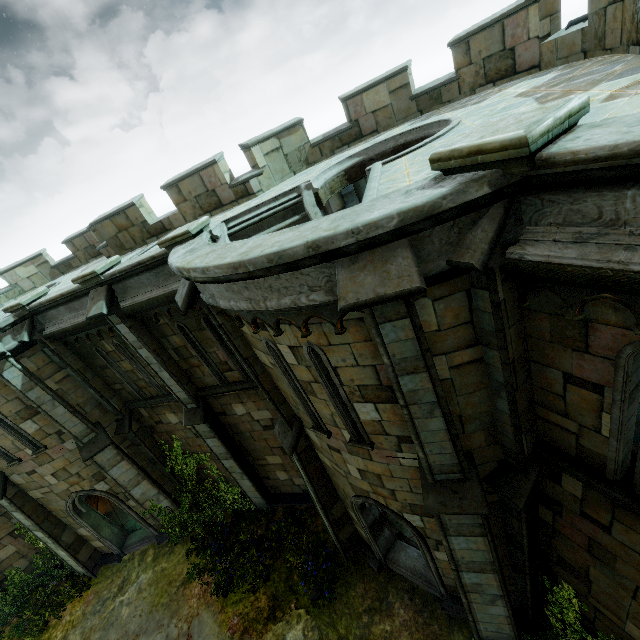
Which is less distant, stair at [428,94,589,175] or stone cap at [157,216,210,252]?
stair at [428,94,589,175]

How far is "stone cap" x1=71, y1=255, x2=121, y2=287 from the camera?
8.20m

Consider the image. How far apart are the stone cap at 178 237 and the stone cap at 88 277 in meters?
2.2 m

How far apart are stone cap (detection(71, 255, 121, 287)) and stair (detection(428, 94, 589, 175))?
8.4m

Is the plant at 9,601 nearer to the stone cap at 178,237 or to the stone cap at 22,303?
the stone cap at 22,303

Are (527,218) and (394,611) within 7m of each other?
no

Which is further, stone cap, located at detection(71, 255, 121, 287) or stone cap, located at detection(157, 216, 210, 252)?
stone cap, located at detection(71, 255, 121, 287)

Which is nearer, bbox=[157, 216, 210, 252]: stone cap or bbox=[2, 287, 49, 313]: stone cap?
bbox=[157, 216, 210, 252]: stone cap
